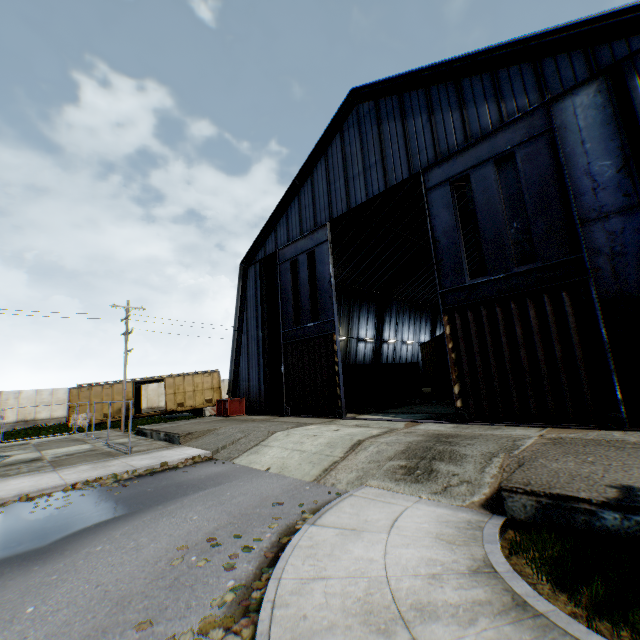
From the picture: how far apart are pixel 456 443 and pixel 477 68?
14.1m

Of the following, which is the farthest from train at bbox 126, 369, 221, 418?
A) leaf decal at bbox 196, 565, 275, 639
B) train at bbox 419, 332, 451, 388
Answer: leaf decal at bbox 196, 565, 275, 639

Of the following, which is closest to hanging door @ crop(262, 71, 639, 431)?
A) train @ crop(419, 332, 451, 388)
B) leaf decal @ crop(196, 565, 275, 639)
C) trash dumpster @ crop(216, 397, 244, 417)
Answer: trash dumpster @ crop(216, 397, 244, 417)

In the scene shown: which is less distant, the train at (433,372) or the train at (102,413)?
the train at (433,372)

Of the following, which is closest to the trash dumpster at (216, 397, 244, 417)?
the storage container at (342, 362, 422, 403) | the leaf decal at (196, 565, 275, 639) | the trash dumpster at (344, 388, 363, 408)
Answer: the storage container at (342, 362, 422, 403)

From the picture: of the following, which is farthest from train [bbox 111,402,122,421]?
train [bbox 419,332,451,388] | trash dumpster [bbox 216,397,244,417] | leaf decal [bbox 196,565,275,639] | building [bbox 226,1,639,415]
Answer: leaf decal [bbox 196,565,275,639]

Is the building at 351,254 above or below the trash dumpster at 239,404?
above
